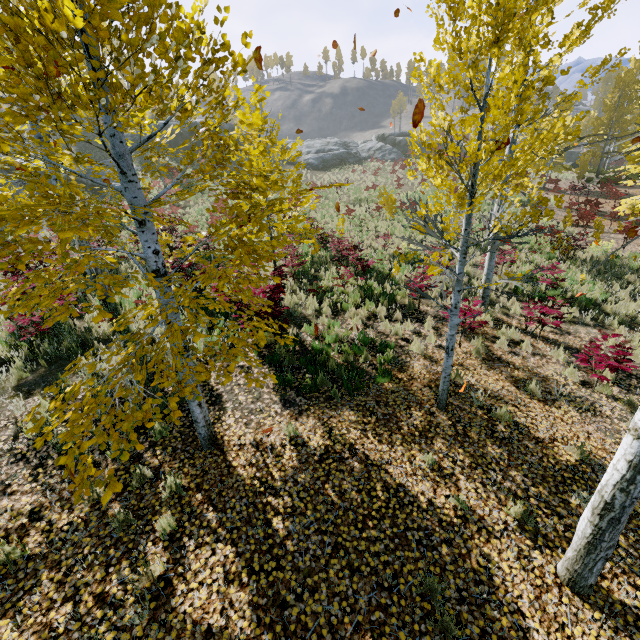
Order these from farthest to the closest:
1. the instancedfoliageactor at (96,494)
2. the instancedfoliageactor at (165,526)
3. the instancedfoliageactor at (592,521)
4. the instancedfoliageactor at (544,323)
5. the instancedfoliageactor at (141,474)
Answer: the instancedfoliageactor at (544,323), the instancedfoliageactor at (141,474), the instancedfoliageactor at (165,526), the instancedfoliageactor at (592,521), the instancedfoliageactor at (96,494)

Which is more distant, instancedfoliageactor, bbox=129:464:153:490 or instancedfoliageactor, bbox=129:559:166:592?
instancedfoliageactor, bbox=129:464:153:490

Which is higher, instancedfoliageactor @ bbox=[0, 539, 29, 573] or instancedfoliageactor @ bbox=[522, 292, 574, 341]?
instancedfoliageactor @ bbox=[522, 292, 574, 341]

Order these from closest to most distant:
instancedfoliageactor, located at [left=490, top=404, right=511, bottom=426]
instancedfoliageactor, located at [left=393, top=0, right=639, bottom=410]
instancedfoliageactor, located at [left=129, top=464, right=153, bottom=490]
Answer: instancedfoliageactor, located at [left=393, top=0, right=639, bottom=410] → instancedfoliageactor, located at [left=129, top=464, right=153, bottom=490] → instancedfoliageactor, located at [left=490, top=404, right=511, bottom=426]

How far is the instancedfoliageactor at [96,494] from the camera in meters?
2.1 m

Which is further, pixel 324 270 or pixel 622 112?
pixel 622 112
